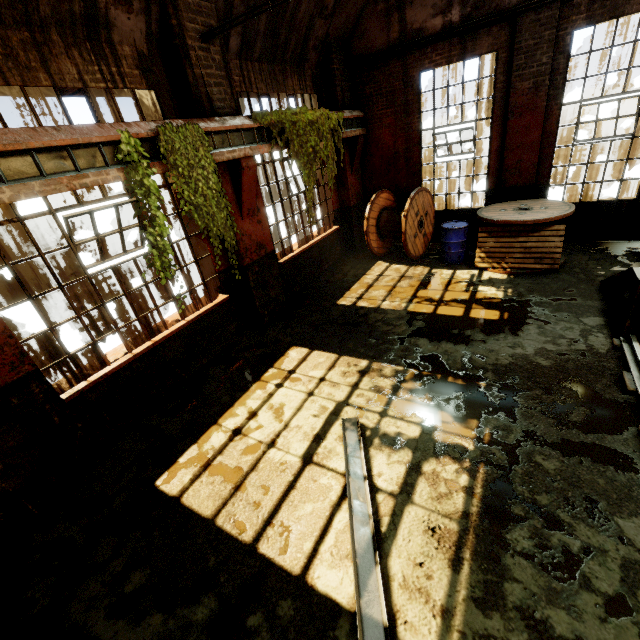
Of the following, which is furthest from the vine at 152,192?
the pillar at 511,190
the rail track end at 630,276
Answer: the pillar at 511,190

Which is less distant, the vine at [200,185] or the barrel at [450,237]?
the vine at [200,185]

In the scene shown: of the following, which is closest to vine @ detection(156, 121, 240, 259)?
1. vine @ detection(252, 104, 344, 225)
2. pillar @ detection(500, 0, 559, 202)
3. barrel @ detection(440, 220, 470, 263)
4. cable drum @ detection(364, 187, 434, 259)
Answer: vine @ detection(252, 104, 344, 225)

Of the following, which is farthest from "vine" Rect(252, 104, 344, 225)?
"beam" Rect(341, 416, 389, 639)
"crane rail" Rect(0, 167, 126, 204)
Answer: "beam" Rect(341, 416, 389, 639)

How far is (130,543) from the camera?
3.4m

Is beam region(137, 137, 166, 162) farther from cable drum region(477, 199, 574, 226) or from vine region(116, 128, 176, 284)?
cable drum region(477, 199, 574, 226)

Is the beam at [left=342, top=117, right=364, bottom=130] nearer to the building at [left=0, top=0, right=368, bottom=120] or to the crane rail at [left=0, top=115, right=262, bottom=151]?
the building at [left=0, top=0, right=368, bottom=120]

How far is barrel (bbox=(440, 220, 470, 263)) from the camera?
8.09m
